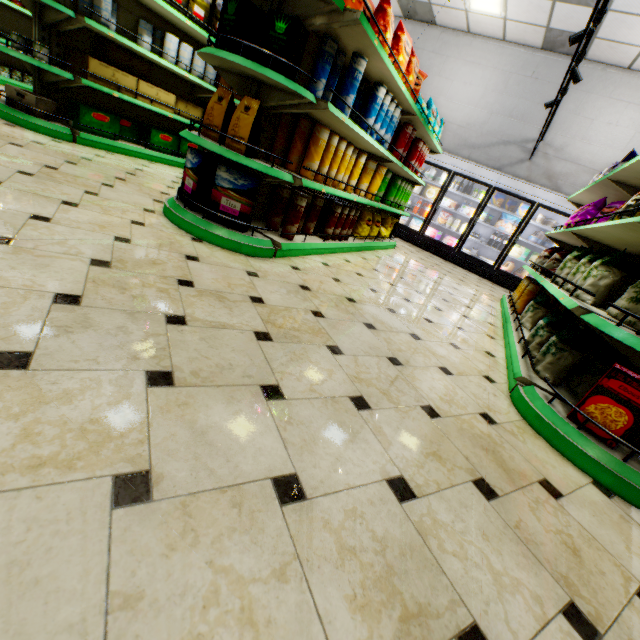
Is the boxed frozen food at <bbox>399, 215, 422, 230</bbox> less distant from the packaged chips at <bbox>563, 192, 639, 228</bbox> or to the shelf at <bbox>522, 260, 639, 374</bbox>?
the shelf at <bbox>522, 260, 639, 374</bbox>

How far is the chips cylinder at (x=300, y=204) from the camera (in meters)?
3.12

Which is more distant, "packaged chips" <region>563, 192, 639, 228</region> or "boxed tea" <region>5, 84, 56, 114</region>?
"boxed tea" <region>5, 84, 56, 114</region>

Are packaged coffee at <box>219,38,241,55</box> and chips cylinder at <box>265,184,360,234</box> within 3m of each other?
yes

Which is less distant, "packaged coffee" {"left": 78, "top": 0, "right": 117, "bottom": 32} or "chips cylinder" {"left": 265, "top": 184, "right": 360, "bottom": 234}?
"chips cylinder" {"left": 265, "top": 184, "right": 360, "bottom": 234}

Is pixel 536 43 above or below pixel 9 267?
above

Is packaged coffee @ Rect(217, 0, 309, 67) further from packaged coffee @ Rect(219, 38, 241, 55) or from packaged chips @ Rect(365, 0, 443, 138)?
packaged chips @ Rect(365, 0, 443, 138)

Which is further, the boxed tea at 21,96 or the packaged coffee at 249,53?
the boxed tea at 21,96
